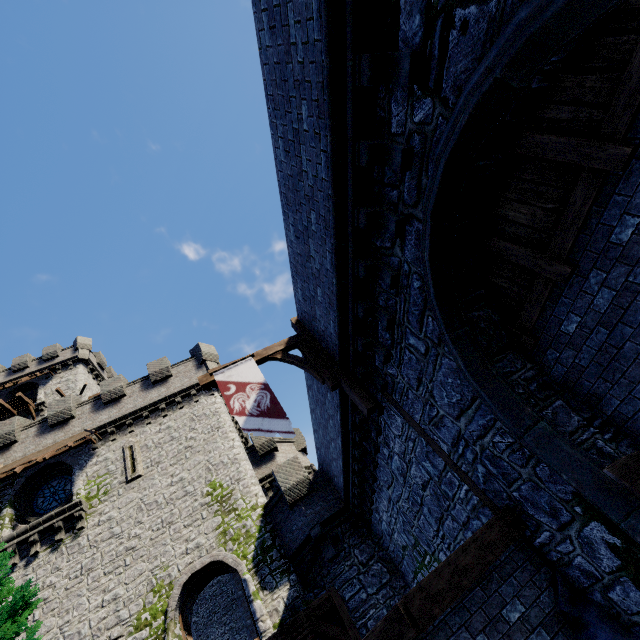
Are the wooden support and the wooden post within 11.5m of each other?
yes

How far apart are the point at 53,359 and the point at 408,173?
39.9m

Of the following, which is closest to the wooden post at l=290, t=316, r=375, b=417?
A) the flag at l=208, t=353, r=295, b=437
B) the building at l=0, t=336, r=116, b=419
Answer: the flag at l=208, t=353, r=295, b=437

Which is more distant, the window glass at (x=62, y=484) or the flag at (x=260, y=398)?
the window glass at (x=62, y=484)

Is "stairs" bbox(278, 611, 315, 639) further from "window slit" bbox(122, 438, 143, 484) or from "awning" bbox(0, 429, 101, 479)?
"awning" bbox(0, 429, 101, 479)

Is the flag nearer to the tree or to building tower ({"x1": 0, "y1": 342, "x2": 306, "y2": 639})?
the tree

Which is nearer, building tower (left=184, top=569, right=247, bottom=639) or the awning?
building tower (left=184, top=569, right=247, bottom=639)

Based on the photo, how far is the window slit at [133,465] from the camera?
17.3m
